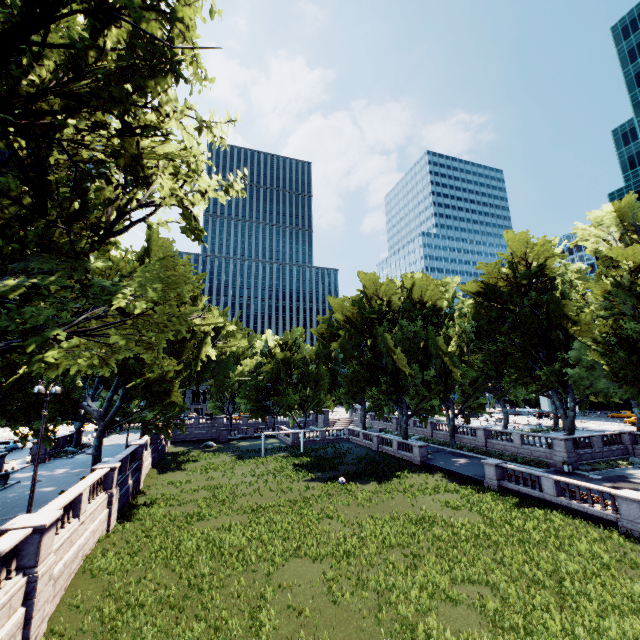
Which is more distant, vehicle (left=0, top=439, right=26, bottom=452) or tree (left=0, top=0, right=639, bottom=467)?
vehicle (left=0, top=439, right=26, bottom=452)

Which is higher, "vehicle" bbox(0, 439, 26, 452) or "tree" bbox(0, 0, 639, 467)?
"tree" bbox(0, 0, 639, 467)

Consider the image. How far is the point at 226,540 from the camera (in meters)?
18.47

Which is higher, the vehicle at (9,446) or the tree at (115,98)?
the tree at (115,98)

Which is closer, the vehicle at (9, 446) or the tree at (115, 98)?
the tree at (115, 98)
